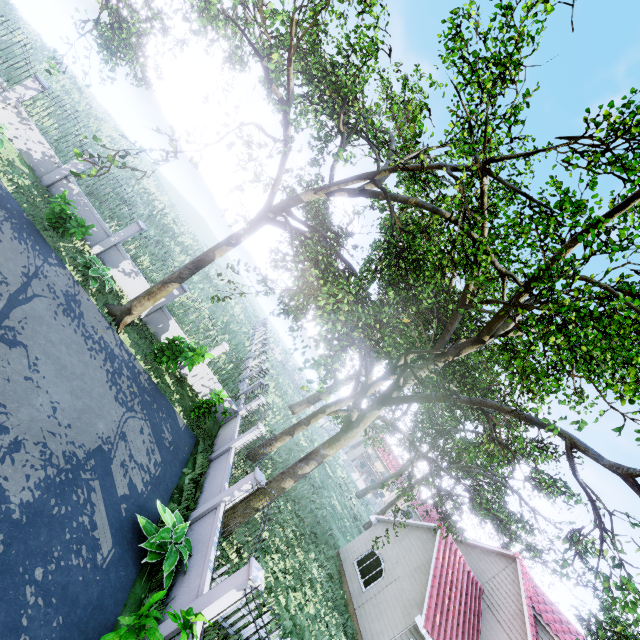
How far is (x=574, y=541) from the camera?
30.7 meters

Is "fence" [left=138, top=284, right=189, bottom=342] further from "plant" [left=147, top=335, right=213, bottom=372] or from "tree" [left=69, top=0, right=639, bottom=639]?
"plant" [left=147, top=335, right=213, bottom=372]

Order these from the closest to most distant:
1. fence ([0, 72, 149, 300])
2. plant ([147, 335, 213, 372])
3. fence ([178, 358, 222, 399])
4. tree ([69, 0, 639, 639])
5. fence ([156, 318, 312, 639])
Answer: fence ([156, 318, 312, 639])
tree ([69, 0, 639, 639])
plant ([147, 335, 213, 372])
fence ([0, 72, 149, 300])
fence ([178, 358, 222, 399])

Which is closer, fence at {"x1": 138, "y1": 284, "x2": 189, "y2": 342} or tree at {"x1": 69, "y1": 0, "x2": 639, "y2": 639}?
tree at {"x1": 69, "y1": 0, "x2": 639, "y2": 639}

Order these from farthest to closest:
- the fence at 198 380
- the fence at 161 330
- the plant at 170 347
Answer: the fence at 198 380, the fence at 161 330, the plant at 170 347

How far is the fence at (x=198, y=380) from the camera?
15.30m

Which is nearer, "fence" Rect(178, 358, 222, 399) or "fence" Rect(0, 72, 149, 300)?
"fence" Rect(0, 72, 149, 300)
